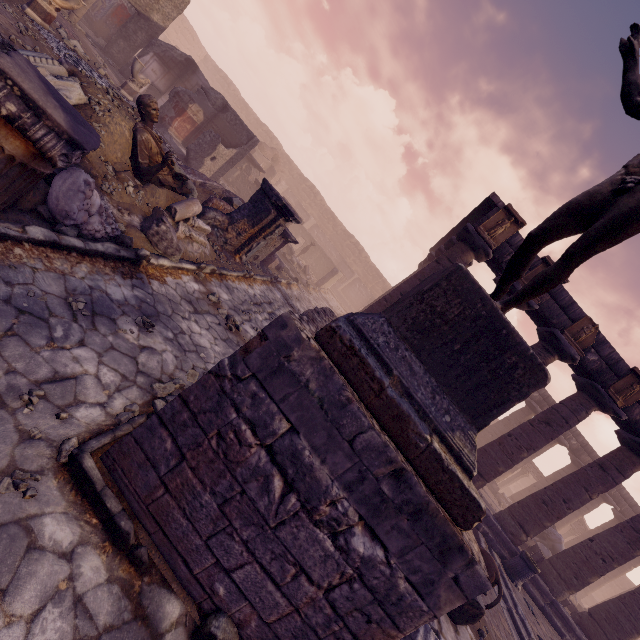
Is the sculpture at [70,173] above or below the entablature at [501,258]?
below

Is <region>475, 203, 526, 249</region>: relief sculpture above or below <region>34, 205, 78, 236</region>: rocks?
above

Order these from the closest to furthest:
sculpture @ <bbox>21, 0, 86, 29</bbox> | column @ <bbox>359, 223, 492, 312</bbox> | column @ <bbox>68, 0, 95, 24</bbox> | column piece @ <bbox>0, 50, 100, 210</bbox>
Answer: column piece @ <bbox>0, 50, 100, 210</bbox>
sculpture @ <bbox>21, 0, 86, 29</bbox>
column @ <bbox>359, 223, 492, 312</bbox>
column @ <bbox>68, 0, 95, 24</bbox>

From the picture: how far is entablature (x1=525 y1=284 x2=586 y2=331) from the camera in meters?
10.4 m

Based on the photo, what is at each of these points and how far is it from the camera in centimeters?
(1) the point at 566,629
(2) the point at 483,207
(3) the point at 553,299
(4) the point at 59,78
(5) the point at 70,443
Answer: (1) building base, 1096cm
(2) pediment, 1139cm
(3) entablature, 1048cm
(4) building debris, 495cm
(5) rocks, 247cm

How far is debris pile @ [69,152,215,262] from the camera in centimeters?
501cm

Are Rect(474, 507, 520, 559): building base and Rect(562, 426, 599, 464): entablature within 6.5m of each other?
yes

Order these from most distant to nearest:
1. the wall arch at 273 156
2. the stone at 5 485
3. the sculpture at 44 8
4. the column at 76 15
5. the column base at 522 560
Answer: the wall arch at 273 156
the column at 76 15
the column base at 522 560
the sculpture at 44 8
the stone at 5 485
